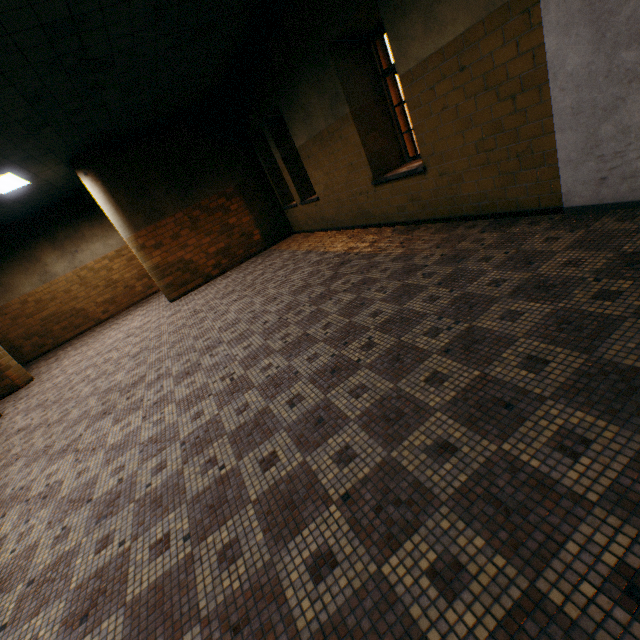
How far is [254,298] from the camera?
5.80m
